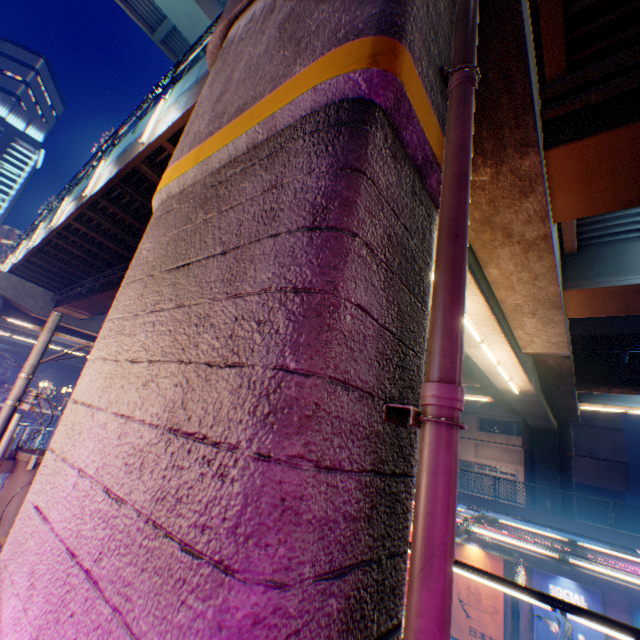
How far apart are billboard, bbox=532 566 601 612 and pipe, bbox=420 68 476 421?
20.2m

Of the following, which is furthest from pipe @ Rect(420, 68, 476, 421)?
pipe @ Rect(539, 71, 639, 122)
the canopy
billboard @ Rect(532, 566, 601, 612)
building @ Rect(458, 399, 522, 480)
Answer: building @ Rect(458, 399, 522, 480)

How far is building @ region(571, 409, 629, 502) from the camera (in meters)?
30.06

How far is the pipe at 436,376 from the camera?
1.8 meters

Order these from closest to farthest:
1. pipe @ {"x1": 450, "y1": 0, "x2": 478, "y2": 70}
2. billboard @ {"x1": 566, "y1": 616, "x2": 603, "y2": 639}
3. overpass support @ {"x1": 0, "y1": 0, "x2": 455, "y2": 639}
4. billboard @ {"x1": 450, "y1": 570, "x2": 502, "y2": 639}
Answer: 1. overpass support @ {"x1": 0, "y1": 0, "x2": 455, "y2": 639}
2. pipe @ {"x1": 450, "y1": 0, "x2": 478, "y2": 70}
3. billboard @ {"x1": 566, "y1": 616, "x2": 603, "y2": 639}
4. billboard @ {"x1": 450, "y1": 570, "x2": 502, "y2": 639}

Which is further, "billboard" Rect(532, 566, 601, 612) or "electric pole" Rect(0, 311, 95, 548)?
"billboard" Rect(532, 566, 601, 612)

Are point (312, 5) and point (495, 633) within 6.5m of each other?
no

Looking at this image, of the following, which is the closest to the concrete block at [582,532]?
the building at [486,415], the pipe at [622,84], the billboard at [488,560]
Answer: the billboard at [488,560]
